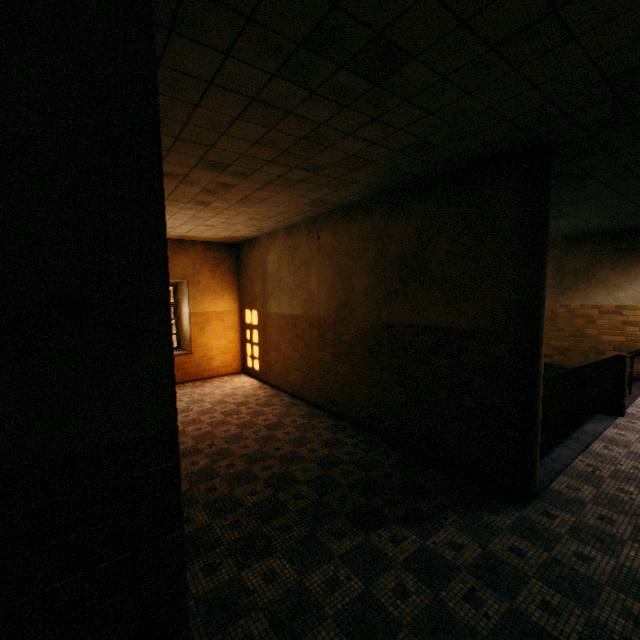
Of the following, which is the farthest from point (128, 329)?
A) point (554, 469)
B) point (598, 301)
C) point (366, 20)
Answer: point (598, 301)
